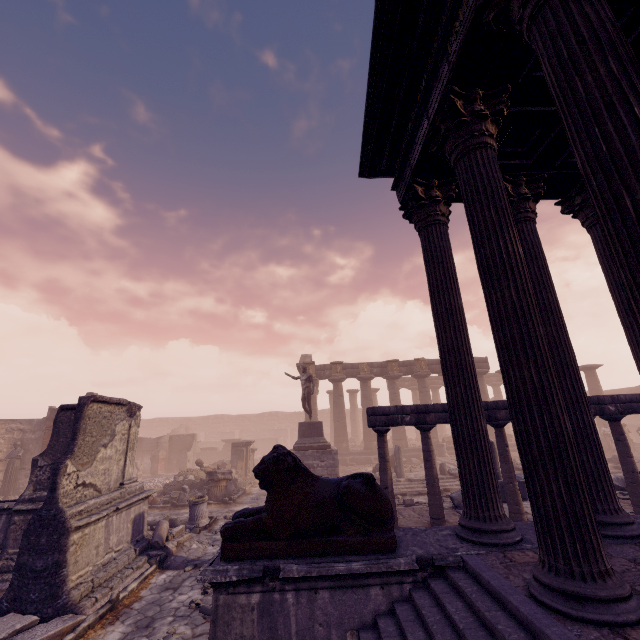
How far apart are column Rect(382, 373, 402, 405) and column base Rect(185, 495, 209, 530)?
15.6 meters

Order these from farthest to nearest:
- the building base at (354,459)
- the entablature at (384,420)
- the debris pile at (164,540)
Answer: the building base at (354,459), the entablature at (384,420), the debris pile at (164,540)

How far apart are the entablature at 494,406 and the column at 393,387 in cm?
1549

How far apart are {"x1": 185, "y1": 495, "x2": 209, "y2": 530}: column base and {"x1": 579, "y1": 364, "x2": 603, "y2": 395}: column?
28.4m

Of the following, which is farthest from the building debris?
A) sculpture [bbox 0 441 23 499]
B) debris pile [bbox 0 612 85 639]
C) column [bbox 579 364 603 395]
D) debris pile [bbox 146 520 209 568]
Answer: sculpture [bbox 0 441 23 499]

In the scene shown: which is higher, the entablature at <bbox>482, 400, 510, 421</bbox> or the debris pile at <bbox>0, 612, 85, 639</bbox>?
the entablature at <bbox>482, 400, 510, 421</bbox>

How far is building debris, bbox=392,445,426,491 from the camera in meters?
14.6 m

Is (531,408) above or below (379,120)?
below
